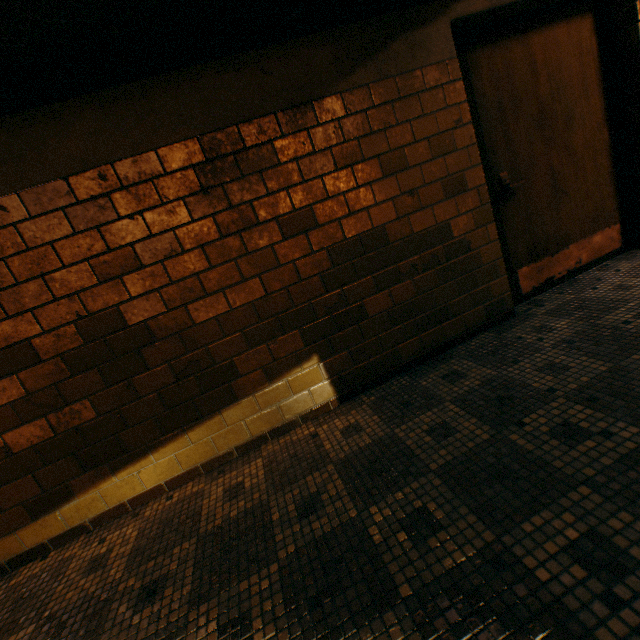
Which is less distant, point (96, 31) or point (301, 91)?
point (96, 31)

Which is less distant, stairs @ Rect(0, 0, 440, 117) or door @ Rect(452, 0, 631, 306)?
stairs @ Rect(0, 0, 440, 117)

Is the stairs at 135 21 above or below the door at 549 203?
above

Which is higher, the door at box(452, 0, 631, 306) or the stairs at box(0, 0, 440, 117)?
the stairs at box(0, 0, 440, 117)

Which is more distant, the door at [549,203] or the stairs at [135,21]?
the door at [549,203]
